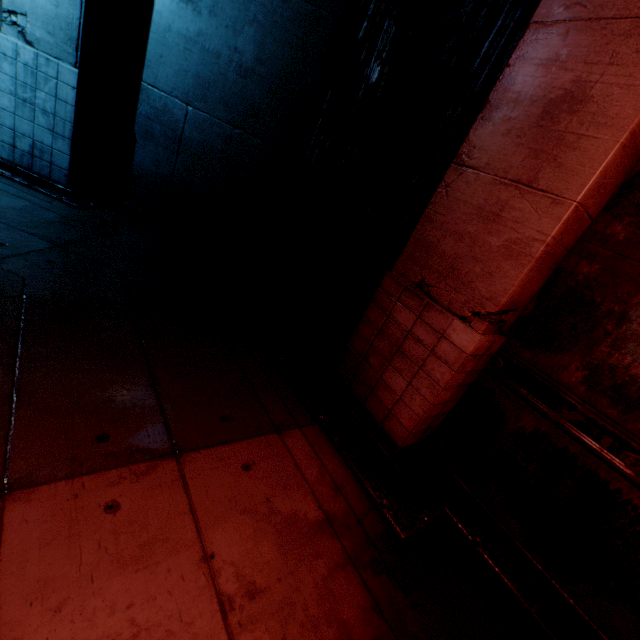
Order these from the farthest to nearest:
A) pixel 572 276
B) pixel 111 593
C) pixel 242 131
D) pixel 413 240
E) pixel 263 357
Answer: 1. pixel 242 131
2. pixel 263 357
3. pixel 413 240
4. pixel 572 276
5. pixel 111 593
